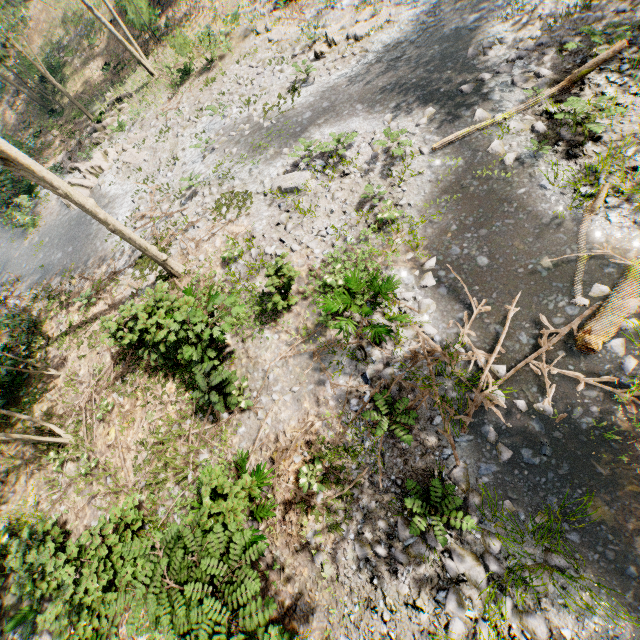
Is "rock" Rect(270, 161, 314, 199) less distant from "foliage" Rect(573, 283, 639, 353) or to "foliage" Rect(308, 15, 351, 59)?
"foliage" Rect(573, 283, 639, 353)

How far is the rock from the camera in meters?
11.7 m

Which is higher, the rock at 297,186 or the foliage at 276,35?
the rock at 297,186

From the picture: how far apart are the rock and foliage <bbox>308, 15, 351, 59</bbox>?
6.26m

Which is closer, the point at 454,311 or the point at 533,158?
the point at 454,311

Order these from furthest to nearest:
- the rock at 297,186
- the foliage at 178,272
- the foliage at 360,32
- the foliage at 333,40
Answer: the foliage at 333,40
the foliage at 360,32
the rock at 297,186
the foliage at 178,272

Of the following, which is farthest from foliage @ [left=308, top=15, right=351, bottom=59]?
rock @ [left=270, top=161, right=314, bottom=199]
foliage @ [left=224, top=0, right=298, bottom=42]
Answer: rock @ [left=270, top=161, right=314, bottom=199]
